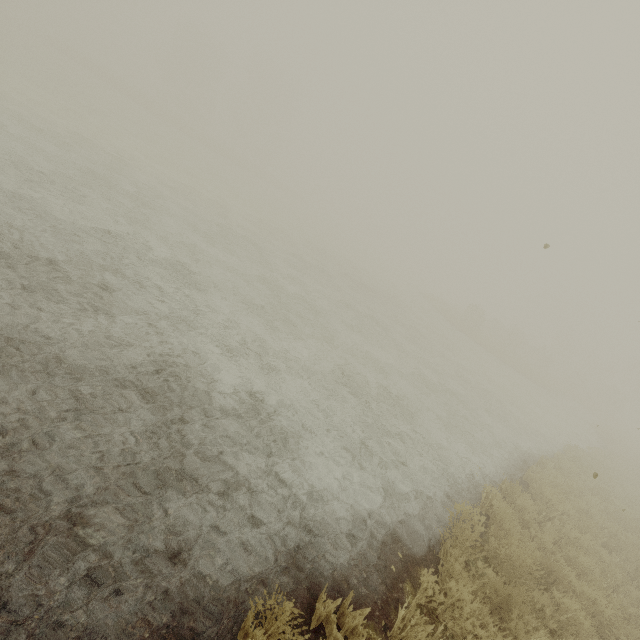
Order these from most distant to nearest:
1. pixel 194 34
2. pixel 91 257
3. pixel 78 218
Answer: pixel 194 34, pixel 78 218, pixel 91 257
